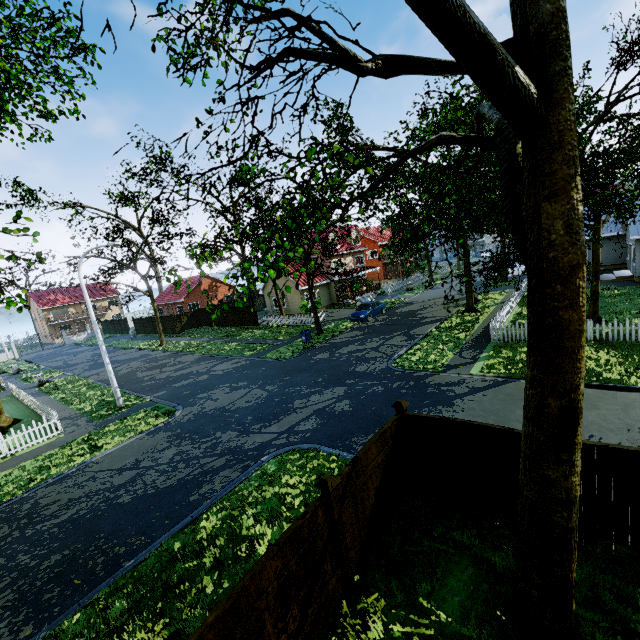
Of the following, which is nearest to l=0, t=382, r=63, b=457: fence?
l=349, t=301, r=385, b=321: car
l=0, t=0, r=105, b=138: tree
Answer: l=0, t=0, r=105, b=138: tree

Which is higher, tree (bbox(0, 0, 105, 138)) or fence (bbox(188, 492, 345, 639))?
tree (bbox(0, 0, 105, 138))

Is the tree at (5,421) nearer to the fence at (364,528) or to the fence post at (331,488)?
the fence at (364,528)

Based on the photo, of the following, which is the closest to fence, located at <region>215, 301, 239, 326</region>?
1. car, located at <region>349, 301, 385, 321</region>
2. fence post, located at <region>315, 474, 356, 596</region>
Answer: fence post, located at <region>315, 474, 356, 596</region>

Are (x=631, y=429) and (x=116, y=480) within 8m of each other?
no

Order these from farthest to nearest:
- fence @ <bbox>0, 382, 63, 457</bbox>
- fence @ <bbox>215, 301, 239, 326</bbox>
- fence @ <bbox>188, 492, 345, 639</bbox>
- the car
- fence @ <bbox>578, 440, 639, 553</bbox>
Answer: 1. fence @ <bbox>215, 301, 239, 326</bbox>
2. the car
3. fence @ <bbox>0, 382, 63, 457</bbox>
4. fence @ <bbox>578, 440, 639, 553</bbox>
5. fence @ <bbox>188, 492, 345, 639</bbox>

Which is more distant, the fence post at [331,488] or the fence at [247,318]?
the fence at [247,318]

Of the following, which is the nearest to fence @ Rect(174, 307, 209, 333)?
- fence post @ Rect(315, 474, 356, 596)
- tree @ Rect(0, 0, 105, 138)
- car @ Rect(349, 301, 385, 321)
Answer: fence post @ Rect(315, 474, 356, 596)
